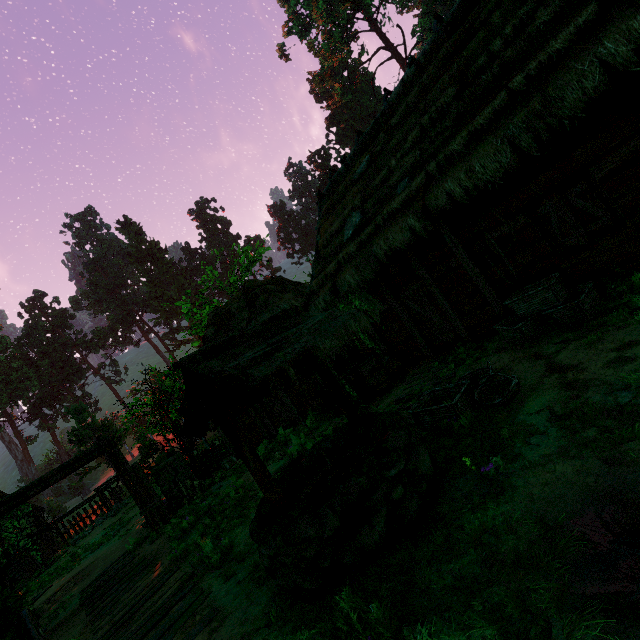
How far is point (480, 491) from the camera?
3.35m

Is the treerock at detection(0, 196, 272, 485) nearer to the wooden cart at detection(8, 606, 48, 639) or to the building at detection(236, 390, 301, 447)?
the building at detection(236, 390, 301, 447)

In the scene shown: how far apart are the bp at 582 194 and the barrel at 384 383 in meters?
5.3 m

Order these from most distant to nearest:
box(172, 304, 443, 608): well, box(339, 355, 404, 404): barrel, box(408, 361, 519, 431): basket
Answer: box(339, 355, 404, 404): barrel → box(408, 361, 519, 431): basket → box(172, 304, 443, 608): well

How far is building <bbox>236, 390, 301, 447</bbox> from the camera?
13.1 meters

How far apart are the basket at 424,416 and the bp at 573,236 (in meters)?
2.96

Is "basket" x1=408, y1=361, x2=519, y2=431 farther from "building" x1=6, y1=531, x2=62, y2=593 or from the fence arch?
the fence arch

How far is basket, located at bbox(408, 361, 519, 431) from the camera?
4.7m
